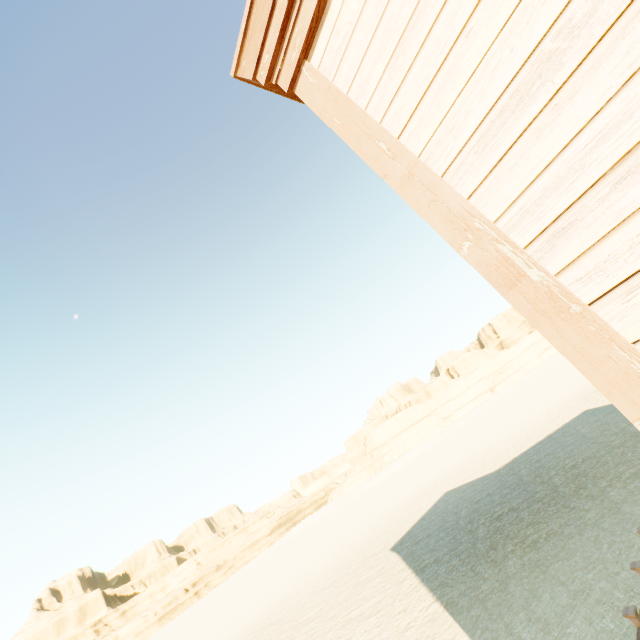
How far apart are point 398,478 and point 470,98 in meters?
54.0

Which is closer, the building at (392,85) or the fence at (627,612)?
the building at (392,85)

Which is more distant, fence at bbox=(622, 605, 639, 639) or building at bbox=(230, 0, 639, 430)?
fence at bbox=(622, 605, 639, 639)

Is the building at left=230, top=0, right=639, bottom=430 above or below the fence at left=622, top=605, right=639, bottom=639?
above

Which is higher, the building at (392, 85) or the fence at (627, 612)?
the building at (392, 85)
